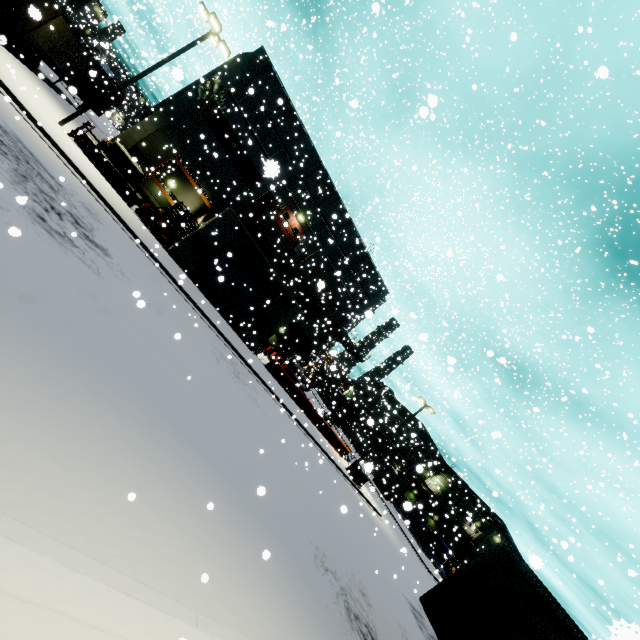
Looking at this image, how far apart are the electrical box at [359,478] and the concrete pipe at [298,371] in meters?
13.7

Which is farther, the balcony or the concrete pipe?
the concrete pipe

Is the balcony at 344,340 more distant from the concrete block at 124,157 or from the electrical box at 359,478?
the electrical box at 359,478

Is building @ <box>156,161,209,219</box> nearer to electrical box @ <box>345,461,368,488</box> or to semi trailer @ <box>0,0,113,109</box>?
semi trailer @ <box>0,0,113,109</box>

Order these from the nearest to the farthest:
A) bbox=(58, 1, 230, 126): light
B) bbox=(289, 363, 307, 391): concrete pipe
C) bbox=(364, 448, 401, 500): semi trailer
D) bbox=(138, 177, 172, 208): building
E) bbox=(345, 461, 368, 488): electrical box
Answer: bbox=(58, 1, 230, 126): light < bbox=(138, 177, 172, 208): building < bbox=(345, 461, 368, 488): electrical box < bbox=(289, 363, 307, 391): concrete pipe < bbox=(364, 448, 401, 500): semi trailer

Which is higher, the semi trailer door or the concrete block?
the semi trailer door

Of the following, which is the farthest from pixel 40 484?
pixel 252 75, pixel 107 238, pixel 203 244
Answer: pixel 252 75

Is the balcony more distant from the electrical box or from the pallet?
the electrical box
